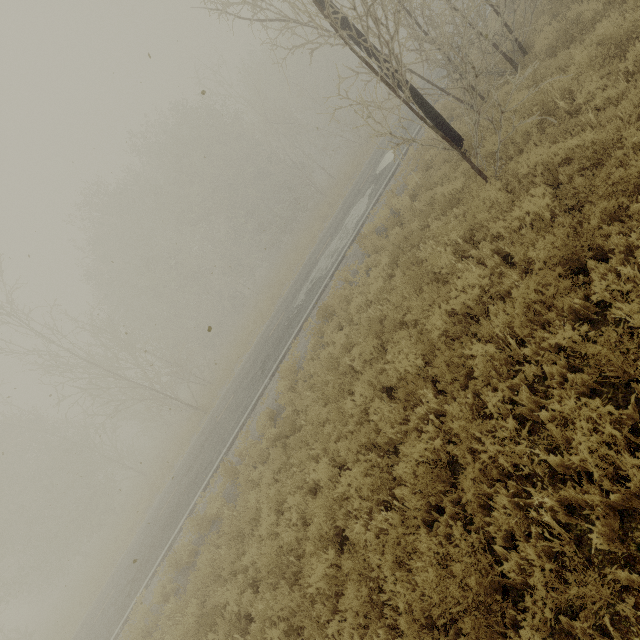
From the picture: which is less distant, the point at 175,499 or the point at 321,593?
the point at 321,593

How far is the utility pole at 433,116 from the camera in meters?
8.2

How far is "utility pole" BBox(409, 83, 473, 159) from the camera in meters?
8.2 m
